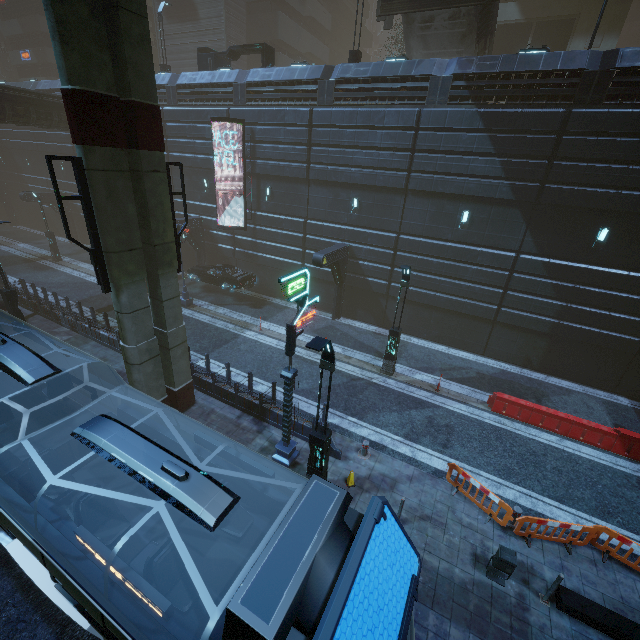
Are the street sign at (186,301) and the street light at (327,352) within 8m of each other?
no

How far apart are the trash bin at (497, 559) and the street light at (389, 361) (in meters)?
8.30

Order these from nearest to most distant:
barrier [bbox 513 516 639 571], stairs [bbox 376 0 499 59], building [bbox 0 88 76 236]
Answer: barrier [bbox 513 516 639 571], stairs [bbox 376 0 499 59], building [bbox 0 88 76 236]

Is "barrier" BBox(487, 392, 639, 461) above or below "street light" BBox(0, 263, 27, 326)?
below

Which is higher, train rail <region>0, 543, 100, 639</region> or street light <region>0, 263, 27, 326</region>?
street light <region>0, 263, 27, 326</region>

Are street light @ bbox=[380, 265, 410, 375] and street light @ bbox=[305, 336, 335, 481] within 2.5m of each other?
no

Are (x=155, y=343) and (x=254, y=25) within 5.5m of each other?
no

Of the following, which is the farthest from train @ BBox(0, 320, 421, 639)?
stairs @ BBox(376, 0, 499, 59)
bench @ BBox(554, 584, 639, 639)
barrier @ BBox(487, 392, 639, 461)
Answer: stairs @ BBox(376, 0, 499, 59)
